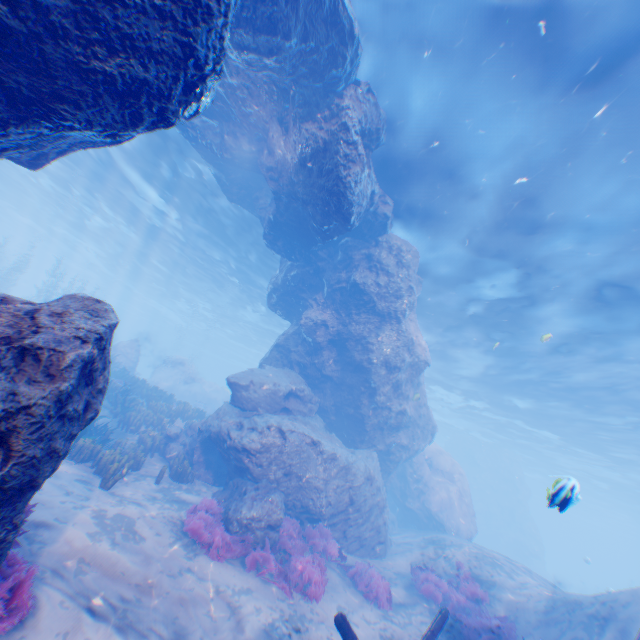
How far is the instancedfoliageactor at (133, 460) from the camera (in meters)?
9.41

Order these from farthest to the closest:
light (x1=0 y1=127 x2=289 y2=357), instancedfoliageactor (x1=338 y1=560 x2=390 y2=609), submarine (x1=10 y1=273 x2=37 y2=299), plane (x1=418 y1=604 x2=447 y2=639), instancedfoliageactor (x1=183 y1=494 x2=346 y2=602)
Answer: submarine (x1=10 y1=273 x2=37 y2=299) → light (x1=0 y1=127 x2=289 y2=357) → instancedfoliageactor (x1=338 y1=560 x2=390 y2=609) → instancedfoliageactor (x1=183 y1=494 x2=346 y2=602) → plane (x1=418 y1=604 x2=447 y2=639)

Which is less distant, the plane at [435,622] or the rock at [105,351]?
the rock at [105,351]

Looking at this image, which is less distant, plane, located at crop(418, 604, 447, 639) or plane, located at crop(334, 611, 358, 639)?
plane, located at crop(334, 611, 358, 639)

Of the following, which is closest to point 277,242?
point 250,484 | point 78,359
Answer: point 250,484

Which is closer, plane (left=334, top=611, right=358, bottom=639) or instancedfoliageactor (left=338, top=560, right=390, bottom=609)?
plane (left=334, top=611, right=358, bottom=639)

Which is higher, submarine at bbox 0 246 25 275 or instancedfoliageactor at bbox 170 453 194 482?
submarine at bbox 0 246 25 275
